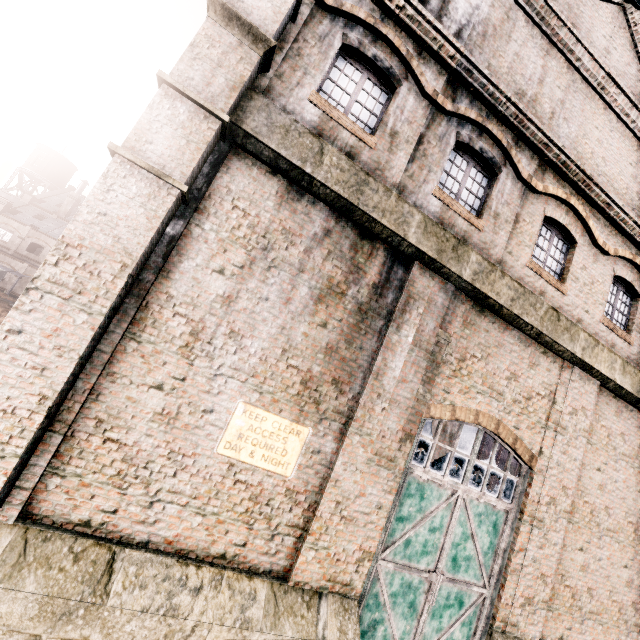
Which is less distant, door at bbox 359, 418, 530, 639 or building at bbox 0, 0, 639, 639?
building at bbox 0, 0, 639, 639

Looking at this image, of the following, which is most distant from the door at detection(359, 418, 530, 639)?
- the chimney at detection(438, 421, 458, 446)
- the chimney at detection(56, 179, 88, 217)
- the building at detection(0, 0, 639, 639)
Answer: the chimney at detection(56, 179, 88, 217)

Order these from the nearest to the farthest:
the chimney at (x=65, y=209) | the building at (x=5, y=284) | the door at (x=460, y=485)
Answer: the door at (x=460, y=485)
the building at (x=5, y=284)
the chimney at (x=65, y=209)

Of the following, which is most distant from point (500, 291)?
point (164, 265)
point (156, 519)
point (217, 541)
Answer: point (156, 519)

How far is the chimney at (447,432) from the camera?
20.5m

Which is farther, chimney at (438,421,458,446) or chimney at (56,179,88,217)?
chimney at (56,179,88,217)

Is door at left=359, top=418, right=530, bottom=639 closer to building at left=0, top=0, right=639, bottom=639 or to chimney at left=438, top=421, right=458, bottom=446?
building at left=0, top=0, right=639, bottom=639

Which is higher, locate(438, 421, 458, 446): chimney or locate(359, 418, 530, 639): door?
locate(438, 421, 458, 446): chimney
